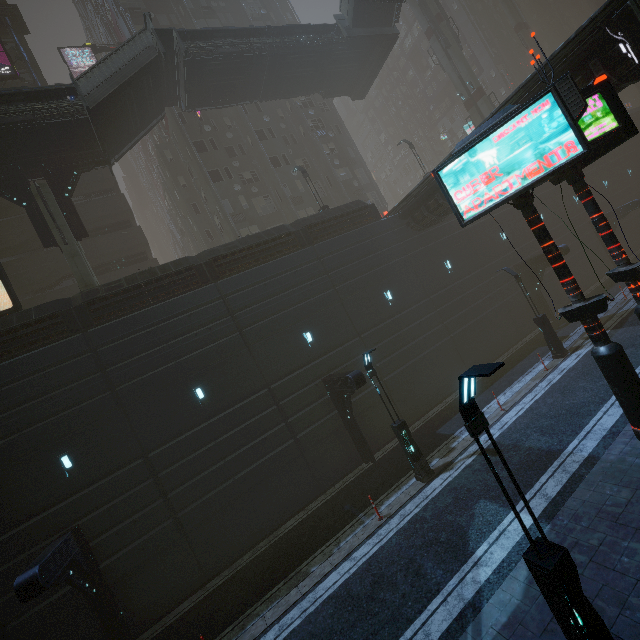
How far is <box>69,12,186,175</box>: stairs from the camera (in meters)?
17.55

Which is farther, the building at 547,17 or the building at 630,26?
the building at 547,17

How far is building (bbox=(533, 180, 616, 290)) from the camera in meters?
27.3 m

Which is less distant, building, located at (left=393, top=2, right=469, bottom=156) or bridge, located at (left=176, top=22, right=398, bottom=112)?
bridge, located at (left=176, top=22, right=398, bottom=112)

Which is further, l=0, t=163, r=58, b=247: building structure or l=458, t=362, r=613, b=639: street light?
l=0, t=163, r=58, b=247: building structure

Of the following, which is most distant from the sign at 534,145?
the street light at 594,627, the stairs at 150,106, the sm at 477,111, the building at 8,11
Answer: the stairs at 150,106

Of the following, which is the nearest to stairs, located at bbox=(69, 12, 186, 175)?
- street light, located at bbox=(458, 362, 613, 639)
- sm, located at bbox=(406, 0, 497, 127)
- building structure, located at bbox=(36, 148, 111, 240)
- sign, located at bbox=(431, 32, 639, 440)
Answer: building structure, located at bbox=(36, 148, 111, 240)

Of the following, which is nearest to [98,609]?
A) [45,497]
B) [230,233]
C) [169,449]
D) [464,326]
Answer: [45,497]
